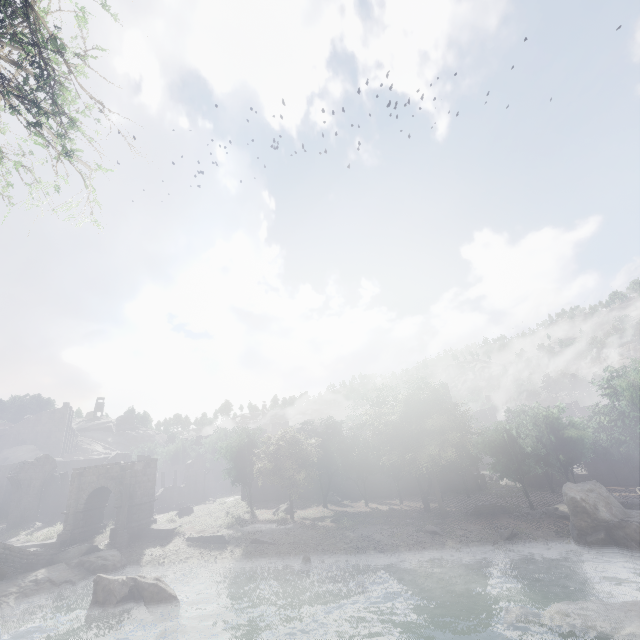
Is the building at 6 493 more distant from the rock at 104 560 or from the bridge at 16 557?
the rock at 104 560

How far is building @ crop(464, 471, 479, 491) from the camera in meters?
40.9 m

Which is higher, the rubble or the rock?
the rock

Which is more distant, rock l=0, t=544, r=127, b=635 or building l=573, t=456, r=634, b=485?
building l=573, t=456, r=634, b=485

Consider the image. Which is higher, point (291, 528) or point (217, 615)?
point (291, 528)

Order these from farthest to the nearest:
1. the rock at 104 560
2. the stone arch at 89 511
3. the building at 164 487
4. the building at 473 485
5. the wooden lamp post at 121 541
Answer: the building at 164 487 → the building at 473 485 → the stone arch at 89 511 → the wooden lamp post at 121 541 → the rock at 104 560

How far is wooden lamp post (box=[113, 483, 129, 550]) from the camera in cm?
2615

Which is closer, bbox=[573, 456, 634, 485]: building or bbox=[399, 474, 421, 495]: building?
bbox=[573, 456, 634, 485]: building
